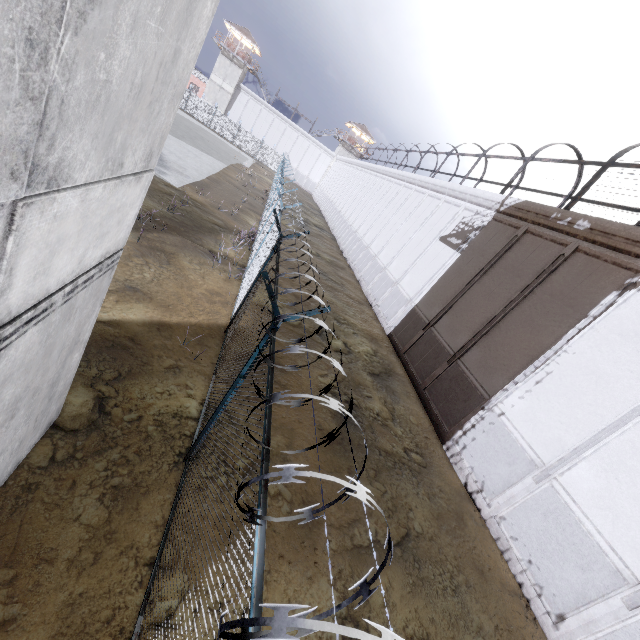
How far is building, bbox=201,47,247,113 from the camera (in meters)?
51.94

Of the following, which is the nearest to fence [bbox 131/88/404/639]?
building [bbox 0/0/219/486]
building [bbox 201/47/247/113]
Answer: building [bbox 0/0/219/486]

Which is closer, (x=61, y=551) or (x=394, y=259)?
(x=61, y=551)

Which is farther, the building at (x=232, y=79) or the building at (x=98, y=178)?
the building at (x=232, y=79)

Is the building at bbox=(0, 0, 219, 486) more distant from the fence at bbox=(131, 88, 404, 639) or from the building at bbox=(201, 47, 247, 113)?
the building at bbox=(201, 47, 247, 113)

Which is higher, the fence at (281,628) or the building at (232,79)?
the building at (232,79)
